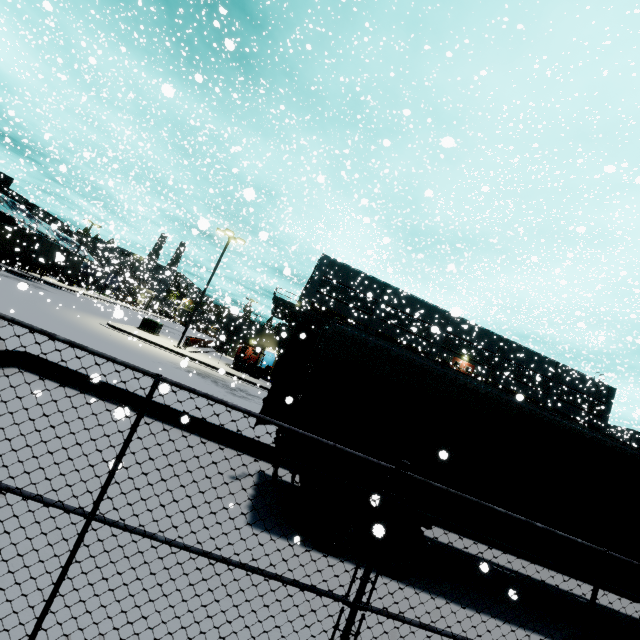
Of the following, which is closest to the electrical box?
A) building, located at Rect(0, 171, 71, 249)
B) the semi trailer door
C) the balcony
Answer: building, located at Rect(0, 171, 71, 249)

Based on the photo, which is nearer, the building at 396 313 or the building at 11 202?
the building at 396 313

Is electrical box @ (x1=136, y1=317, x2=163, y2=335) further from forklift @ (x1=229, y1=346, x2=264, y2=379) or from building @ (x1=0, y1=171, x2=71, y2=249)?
forklift @ (x1=229, y1=346, x2=264, y2=379)

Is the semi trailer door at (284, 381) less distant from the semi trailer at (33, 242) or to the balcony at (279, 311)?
the semi trailer at (33, 242)

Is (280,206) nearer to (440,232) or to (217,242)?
(217,242)

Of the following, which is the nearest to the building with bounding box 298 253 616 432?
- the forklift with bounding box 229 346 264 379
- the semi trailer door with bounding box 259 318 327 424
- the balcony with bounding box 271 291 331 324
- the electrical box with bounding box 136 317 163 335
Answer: the balcony with bounding box 271 291 331 324

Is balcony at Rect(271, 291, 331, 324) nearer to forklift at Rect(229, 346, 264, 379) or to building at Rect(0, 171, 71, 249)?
building at Rect(0, 171, 71, 249)
